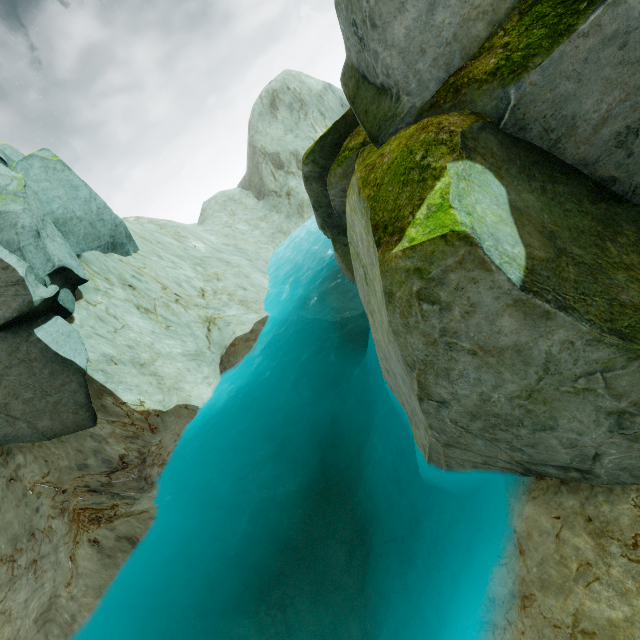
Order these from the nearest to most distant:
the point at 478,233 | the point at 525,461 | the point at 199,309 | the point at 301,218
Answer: the point at 478,233 → the point at 525,461 → the point at 199,309 → the point at 301,218

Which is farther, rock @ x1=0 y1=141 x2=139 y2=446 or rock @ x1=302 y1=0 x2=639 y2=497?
rock @ x1=0 y1=141 x2=139 y2=446

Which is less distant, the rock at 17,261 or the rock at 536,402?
the rock at 536,402
